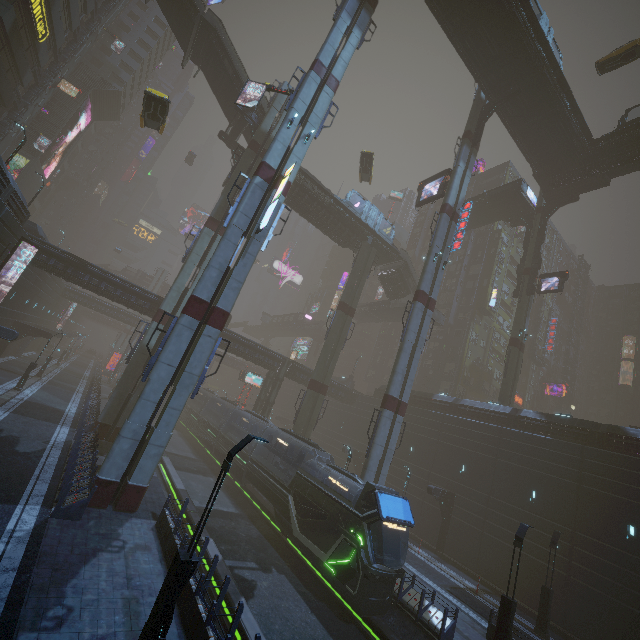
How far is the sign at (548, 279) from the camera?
35.3 meters

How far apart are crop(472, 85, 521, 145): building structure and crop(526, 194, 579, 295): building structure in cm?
1449

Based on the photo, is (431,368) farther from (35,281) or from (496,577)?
(35,281)

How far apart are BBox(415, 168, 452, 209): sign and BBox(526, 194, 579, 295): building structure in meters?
15.2

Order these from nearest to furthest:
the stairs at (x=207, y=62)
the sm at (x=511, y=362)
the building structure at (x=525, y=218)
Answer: the stairs at (x=207, y=62) < the sm at (x=511, y=362) < the building structure at (x=525, y=218)

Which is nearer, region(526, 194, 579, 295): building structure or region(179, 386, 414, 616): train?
region(179, 386, 414, 616): train

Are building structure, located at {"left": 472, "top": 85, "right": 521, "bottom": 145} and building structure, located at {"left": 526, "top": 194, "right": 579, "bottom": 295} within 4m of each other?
no

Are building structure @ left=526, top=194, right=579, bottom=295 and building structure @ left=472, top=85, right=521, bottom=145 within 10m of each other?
no
